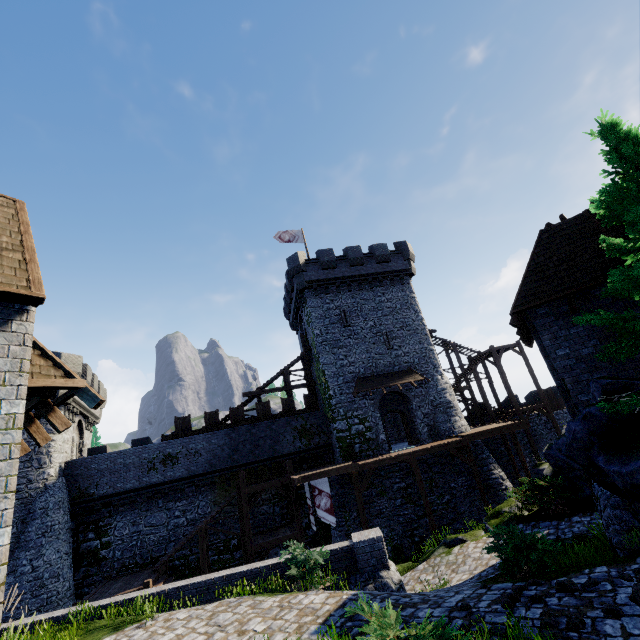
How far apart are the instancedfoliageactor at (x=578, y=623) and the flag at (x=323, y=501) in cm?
1602

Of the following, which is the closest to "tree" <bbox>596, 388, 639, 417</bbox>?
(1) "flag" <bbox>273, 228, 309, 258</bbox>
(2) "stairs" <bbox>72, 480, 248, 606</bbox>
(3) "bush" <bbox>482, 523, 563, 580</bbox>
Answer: (3) "bush" <bbox>482, 523, 563, 580</bbox>

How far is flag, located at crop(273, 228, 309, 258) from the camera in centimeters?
3005cm

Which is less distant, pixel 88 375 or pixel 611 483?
pixel 611 483

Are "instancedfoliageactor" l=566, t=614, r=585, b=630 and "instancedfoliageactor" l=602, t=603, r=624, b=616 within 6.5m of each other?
yes

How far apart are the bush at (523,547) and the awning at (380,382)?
14.8m

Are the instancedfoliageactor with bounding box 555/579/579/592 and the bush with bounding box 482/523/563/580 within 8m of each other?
yes

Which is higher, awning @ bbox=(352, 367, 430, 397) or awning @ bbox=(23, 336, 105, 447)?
awning @ bbox=(352, 367, 430, 397)
